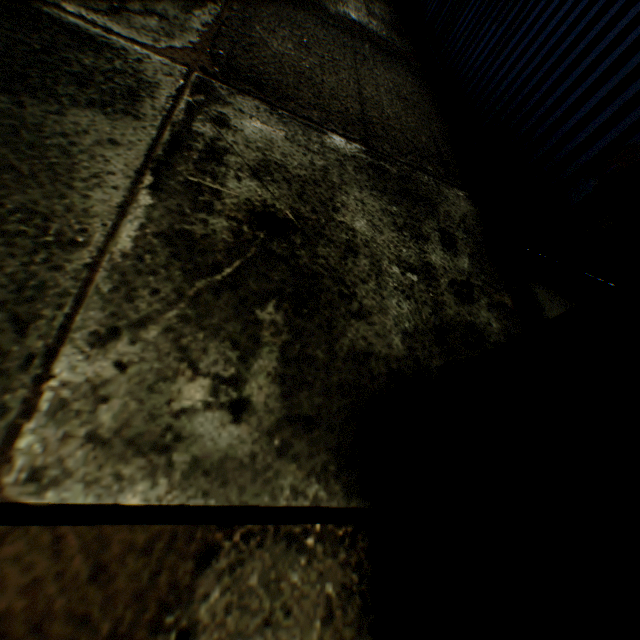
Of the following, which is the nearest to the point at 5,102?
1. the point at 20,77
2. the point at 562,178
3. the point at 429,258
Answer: the point at 20,77
